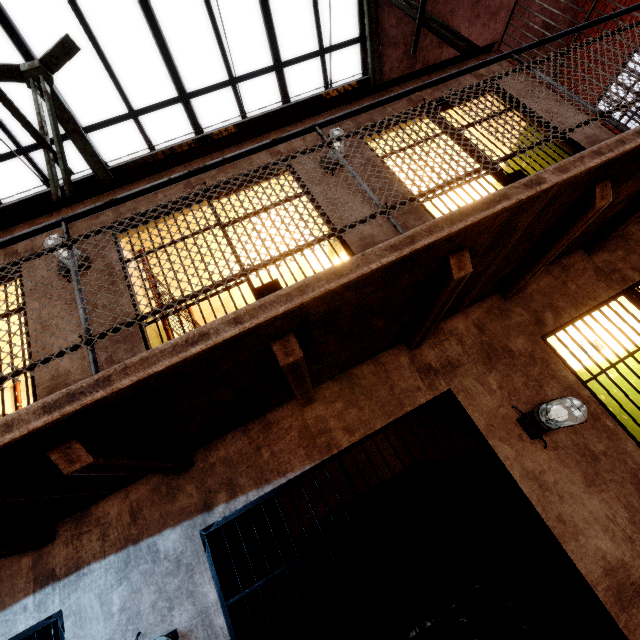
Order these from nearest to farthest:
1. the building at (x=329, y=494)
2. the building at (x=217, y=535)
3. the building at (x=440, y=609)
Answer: the building at (x=217, y=535) → the building at (x=440, y=609) → the building at (x=329, y=494)

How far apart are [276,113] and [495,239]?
6.55m

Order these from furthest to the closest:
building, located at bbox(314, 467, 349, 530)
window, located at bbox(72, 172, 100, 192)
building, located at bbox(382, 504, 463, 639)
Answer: window, located at bbox(72, 172, 100, 192)
building, located at bbox(314, 467, 349, 530)
building, located at bbox(382, 504, 463, 639)

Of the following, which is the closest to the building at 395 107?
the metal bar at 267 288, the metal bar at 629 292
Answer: the metal bar at 267 288

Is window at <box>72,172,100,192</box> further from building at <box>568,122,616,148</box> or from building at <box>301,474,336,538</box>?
building at <box>301,474,336,538</box>

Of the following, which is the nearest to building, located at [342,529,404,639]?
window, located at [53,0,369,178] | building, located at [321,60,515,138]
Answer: building, located at [321,60,515,138]

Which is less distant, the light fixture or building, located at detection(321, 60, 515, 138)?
the light fixture

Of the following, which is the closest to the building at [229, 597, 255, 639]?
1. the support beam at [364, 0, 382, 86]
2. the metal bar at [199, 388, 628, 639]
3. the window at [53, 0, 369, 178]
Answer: the metal bar at [199, 388, 628, 639]
